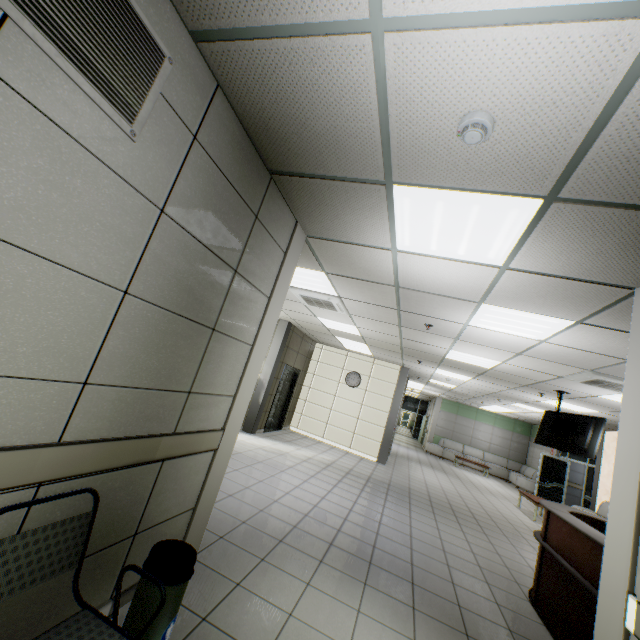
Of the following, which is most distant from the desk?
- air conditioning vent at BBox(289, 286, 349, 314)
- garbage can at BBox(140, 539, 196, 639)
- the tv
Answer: air conditioning vent at BBox(289, 286, 349, 314)

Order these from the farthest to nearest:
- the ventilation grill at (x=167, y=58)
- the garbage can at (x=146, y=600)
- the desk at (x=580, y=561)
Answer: the desk at (x=580, y=561), the garbage can at (x=146, y=600), the ventilation grill at (x=167, y=58)

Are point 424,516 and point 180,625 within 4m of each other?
no

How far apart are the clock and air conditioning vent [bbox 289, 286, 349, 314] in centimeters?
554cm

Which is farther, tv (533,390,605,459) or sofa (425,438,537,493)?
sofa (425,438,537,493)

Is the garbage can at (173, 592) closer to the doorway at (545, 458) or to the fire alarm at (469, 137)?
the fire alarm at (469, 137)

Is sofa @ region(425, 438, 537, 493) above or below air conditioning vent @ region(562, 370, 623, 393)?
below

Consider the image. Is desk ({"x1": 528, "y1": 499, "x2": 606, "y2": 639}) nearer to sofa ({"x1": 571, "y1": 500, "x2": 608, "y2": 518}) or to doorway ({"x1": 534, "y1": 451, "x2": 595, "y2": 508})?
sofa ({"x1": 571, "y1": 500, "x2": 608, "y2": 518})
